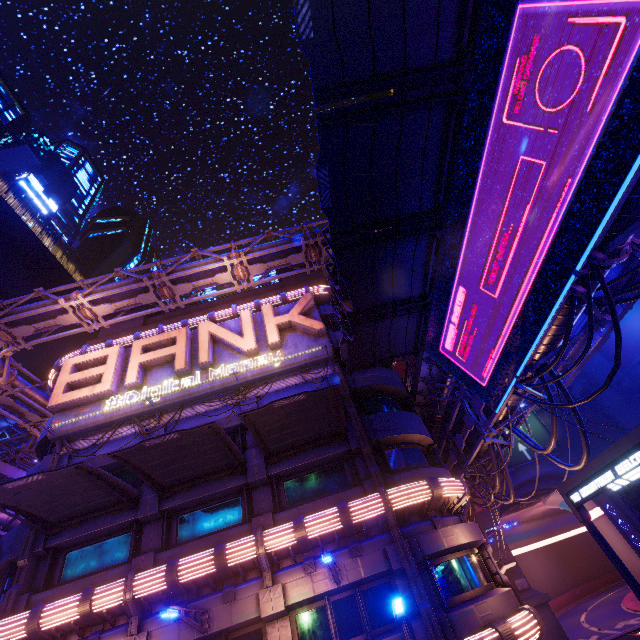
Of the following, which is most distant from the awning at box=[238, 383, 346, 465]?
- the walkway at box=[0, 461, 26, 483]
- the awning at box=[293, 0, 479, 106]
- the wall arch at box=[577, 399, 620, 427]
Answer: the wall arch at box=[577, 399, 620, 427]

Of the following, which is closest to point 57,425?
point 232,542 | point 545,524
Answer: point 232,542

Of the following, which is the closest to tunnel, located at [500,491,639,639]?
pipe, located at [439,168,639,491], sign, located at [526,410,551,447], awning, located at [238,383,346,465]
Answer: sign, located at [526,410,551,447]

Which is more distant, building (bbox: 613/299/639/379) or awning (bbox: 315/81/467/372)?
building (bbox: 613/299/639/379)

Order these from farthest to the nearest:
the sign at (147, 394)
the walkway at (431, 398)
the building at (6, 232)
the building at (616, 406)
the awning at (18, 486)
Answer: the building at (6, 232)
the building at (616, 406)
the walkway at (431, 398)
the sign at (147, 394)
the awning at (18, 486)

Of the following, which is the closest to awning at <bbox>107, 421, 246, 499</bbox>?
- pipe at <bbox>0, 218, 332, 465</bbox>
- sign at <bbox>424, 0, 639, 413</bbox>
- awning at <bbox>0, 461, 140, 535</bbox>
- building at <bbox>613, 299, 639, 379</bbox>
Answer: awning at <bbox>0, 461, 140, 535</bbox>

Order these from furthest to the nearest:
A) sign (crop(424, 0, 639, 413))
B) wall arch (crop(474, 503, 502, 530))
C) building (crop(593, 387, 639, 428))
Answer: Answer: building (crop(593, 387, 639, 428)) → wall arch (crop(474, 503, 502, 530)) → sign (crop(424, 0, 639, 413))

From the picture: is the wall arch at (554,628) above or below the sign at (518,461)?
below
